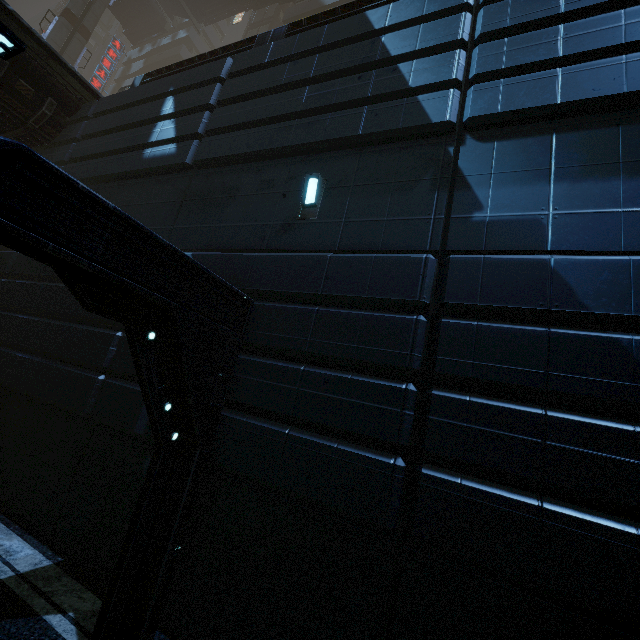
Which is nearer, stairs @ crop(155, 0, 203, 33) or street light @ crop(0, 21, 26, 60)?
street light @ crop(0, 21, 26, 60)

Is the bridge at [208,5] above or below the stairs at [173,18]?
below

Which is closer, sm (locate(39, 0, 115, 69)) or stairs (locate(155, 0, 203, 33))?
sm (locate(39, 0, 115, 69))

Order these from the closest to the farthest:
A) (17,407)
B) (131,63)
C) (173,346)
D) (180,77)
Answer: (173,346) < (17,407) < (180,77) < (131,63)

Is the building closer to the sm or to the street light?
the sm

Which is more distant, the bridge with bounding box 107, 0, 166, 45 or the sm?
the bridge with bounding box 107, 0, 166, 45

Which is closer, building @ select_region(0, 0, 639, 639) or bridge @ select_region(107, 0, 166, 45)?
building @ select_region(0, 0, 639, 639)

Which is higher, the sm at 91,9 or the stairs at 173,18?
the stairs at 173,18
